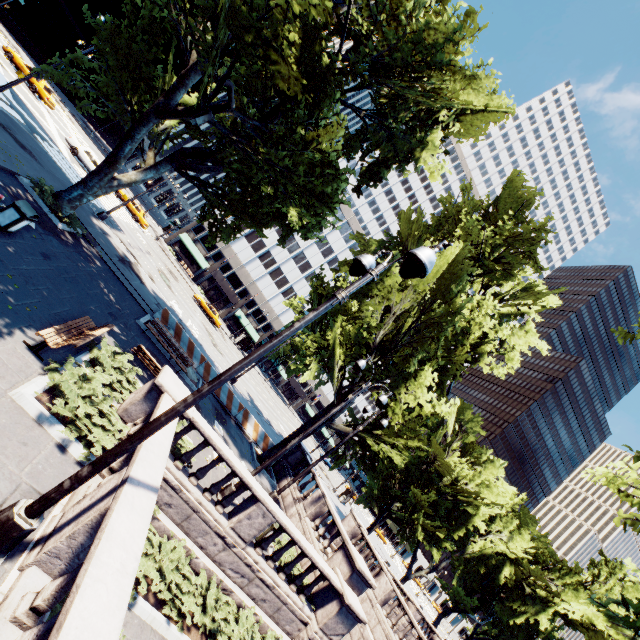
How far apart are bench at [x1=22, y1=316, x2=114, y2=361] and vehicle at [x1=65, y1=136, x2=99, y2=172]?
26.4m

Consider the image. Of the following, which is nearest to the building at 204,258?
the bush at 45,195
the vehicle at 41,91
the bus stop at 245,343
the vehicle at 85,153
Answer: the bus stop at 245,343

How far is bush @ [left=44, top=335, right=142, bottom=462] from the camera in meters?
6.9

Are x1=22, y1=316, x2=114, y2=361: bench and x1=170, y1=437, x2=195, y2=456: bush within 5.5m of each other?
yes

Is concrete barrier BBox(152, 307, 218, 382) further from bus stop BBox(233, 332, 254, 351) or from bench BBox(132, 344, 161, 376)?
bus stop BBox(233, 332, 254, 351)

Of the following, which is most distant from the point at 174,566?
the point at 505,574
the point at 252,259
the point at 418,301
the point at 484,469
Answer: the point at 252,259

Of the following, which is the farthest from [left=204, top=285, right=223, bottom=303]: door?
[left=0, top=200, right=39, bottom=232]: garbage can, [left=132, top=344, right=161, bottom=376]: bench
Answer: [left=0, top=200, right=39, bottom=232]: garbage can

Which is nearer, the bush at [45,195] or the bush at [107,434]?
the bush at [107,434]
